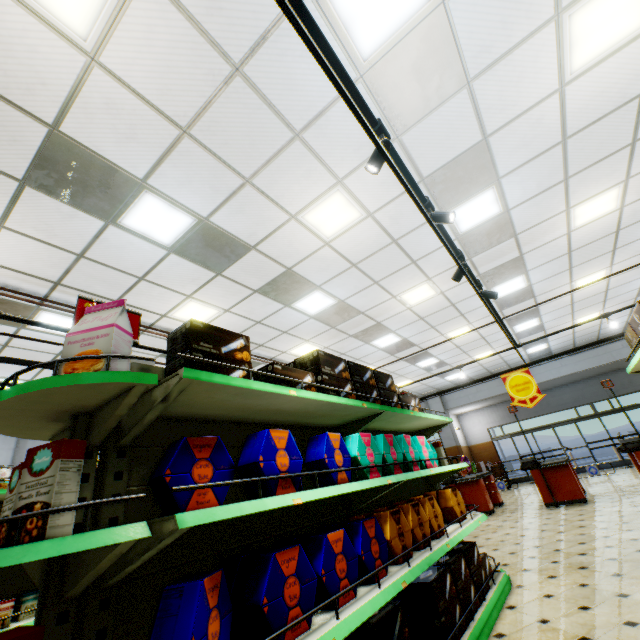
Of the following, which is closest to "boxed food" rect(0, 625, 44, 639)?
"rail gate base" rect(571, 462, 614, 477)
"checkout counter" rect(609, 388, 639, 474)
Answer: "checkout counter" rect(609, 388, 639, 474)

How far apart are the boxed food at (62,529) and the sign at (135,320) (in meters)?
0.57

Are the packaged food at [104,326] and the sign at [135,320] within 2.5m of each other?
yes

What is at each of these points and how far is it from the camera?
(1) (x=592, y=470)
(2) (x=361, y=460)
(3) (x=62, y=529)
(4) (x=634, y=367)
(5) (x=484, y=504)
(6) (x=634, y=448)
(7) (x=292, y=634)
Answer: (1) rail gate base, 8.2 meters
(2) decorative cookie box, 2.5 meters
(3) boxed food, 1.2 meters
(4) shelf, 3.3 meters
(5) checkout counter, 8.9 meters
(6) checkout counter, 7.5 meters
(7) decorative cookie box, 1.5 meters

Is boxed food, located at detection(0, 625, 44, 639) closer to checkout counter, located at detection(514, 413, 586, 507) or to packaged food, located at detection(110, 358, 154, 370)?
packaged food, located at detection(110, 358, 154, 370)

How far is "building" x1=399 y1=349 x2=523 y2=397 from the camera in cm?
1375

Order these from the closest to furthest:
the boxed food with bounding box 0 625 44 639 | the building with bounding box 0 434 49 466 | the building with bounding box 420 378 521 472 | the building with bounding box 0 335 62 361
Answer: the boxed food with bounding box 0 625 44 639, the building with bounding box 0 335 62 361, the building with bounding box 0 434 49 466, the building with bounding box 420 378 521 472

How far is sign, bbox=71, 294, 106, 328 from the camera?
1.7 meters
